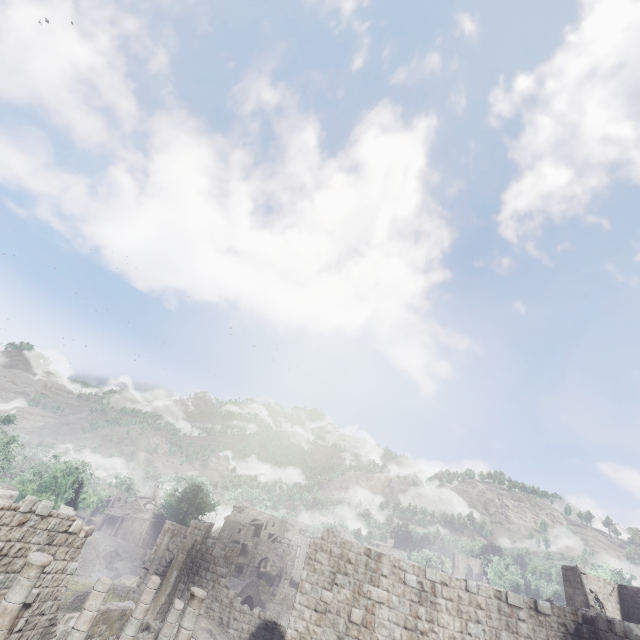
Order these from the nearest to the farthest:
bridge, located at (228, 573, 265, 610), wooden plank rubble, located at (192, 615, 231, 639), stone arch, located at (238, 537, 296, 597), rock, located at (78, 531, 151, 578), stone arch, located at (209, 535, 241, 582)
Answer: wooden plank rubble, located at (192, 615, 231, 639)
stone arch, located at (209, 535, 241, 582)
bridge, located at (228, 573, 265, 610)
rock, located at (78, 531, 151, 578)
stone arch, located at (238, 537, 296, 597)

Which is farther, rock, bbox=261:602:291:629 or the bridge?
rock, bbox=261:602:291:629

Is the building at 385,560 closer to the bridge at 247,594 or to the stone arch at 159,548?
the stone arch at 159,548

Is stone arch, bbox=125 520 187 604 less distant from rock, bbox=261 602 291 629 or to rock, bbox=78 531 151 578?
rock, bbox=261 602 291 629

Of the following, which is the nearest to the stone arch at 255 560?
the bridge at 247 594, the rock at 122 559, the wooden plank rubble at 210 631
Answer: the bridge at 247 594

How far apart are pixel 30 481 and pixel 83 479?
3.68m

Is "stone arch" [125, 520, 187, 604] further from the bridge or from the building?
the bridge

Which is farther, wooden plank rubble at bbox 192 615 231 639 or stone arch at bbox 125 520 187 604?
stone arch at bbox 125 520 187 604
